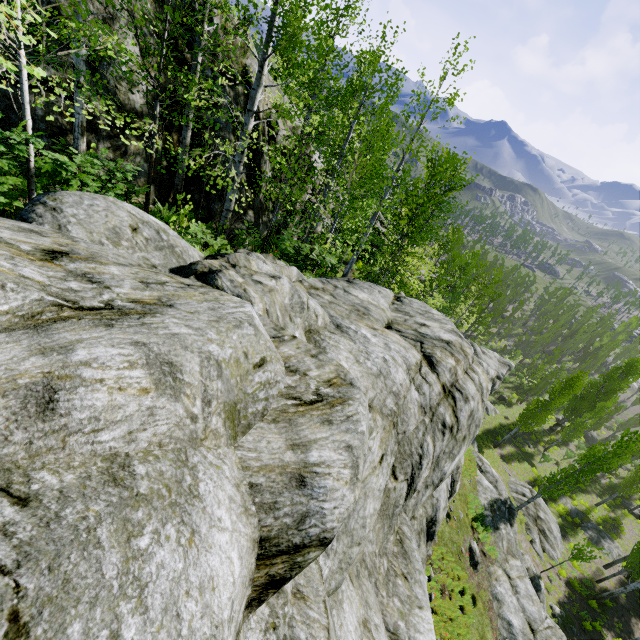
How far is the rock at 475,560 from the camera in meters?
13.5 m

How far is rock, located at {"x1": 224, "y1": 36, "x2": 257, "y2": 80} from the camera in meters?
10.4 m

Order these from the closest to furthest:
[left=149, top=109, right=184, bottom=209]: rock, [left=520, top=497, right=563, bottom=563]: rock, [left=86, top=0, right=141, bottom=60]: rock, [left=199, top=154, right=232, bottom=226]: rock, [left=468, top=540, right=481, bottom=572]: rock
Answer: [left=86, top=0, right=141, bottom=60]: rock → [left=149, top=109, right=184, bottom=209]: rock → [left=199, top=154, right=232, bottom=226]: rock → [left=468, top=540, right=481, bottom=572]: rock → [left=520, top=497, right=563, bottom=563]: rock

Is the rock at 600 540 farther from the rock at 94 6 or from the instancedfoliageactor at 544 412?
the rock at 94 6

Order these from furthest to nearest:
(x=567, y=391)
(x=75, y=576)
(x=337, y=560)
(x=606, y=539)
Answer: (x=606, y=539)
(x=567, y=391)
(x=337, y=560)
(x=75, y=576)

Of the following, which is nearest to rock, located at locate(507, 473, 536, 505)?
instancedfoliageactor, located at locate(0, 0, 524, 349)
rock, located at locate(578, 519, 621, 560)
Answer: instancedfoliageactor, located at locate(0, 0, 524, 349)
